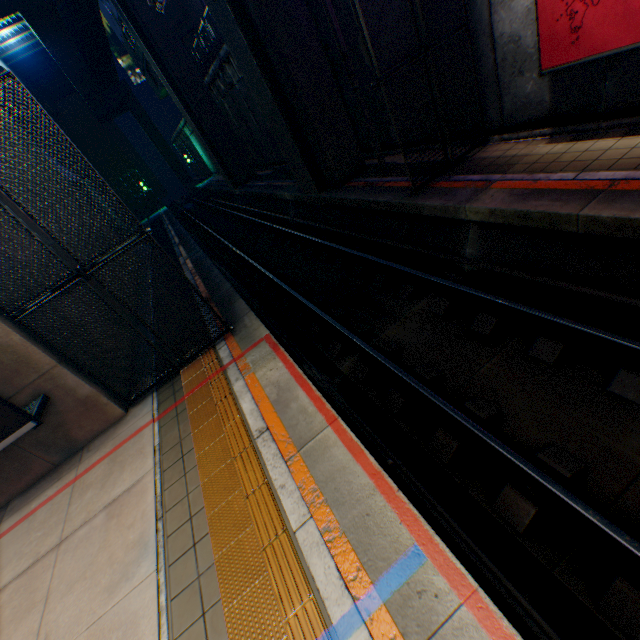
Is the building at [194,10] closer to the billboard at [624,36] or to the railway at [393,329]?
the railway at [393,329]

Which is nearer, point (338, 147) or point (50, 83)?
point (338, 147)

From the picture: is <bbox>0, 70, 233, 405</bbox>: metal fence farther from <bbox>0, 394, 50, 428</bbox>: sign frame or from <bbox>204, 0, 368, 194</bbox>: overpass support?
<bbox>0, 394, 50, 428</bbox>: sign frame

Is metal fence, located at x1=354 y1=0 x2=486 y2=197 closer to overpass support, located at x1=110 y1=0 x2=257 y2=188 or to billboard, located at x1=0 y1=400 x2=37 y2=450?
overpass support, located at x1=110 y1=0 x2=257 y2=188

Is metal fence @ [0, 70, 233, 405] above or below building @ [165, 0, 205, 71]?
below

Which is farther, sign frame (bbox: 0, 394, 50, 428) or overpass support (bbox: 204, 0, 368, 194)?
overpass support (bbox: 204, 0, 368, 194)

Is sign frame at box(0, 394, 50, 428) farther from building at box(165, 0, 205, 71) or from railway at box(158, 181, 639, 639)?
building at box(165, 0, 205, 71)

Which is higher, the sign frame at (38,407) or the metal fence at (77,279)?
the metal fence at (77,279)
